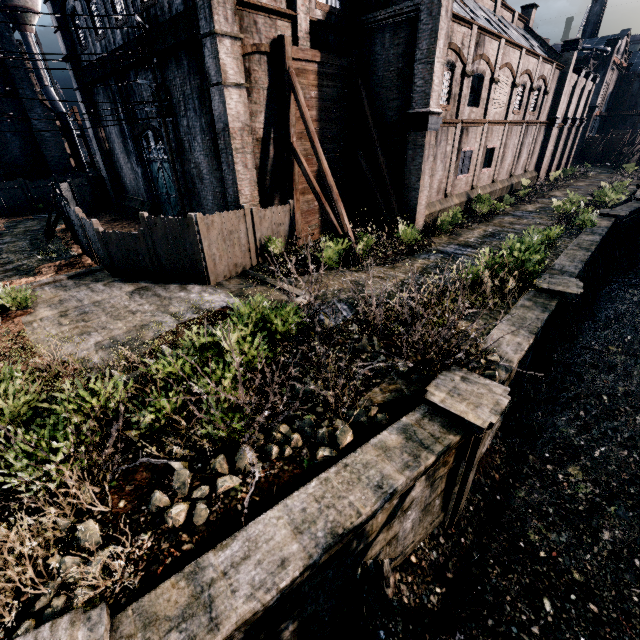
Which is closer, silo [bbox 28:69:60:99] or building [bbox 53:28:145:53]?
building [bbox 53:28:145:53]

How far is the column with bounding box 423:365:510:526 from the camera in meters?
6.8

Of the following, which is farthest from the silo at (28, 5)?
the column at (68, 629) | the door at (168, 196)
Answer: the column at (68, 629)

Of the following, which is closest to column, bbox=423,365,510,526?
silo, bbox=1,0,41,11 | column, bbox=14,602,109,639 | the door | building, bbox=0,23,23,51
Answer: column, bbox=14,602,109,639

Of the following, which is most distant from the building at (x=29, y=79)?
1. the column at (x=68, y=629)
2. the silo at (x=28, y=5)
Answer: the column at (x=68, y=629)

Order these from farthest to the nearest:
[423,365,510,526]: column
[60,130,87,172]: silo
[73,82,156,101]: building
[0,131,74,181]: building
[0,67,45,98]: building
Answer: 1. [60,130,87,172]: silo
2. [0,131,74,181]: building
3. [0,67,45,98]: building
4. [73,82,156,101]: building
5. [423,365,510,526]: column

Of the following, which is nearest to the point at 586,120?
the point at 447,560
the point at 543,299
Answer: the point at 543,299

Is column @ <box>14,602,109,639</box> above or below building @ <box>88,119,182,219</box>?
below
